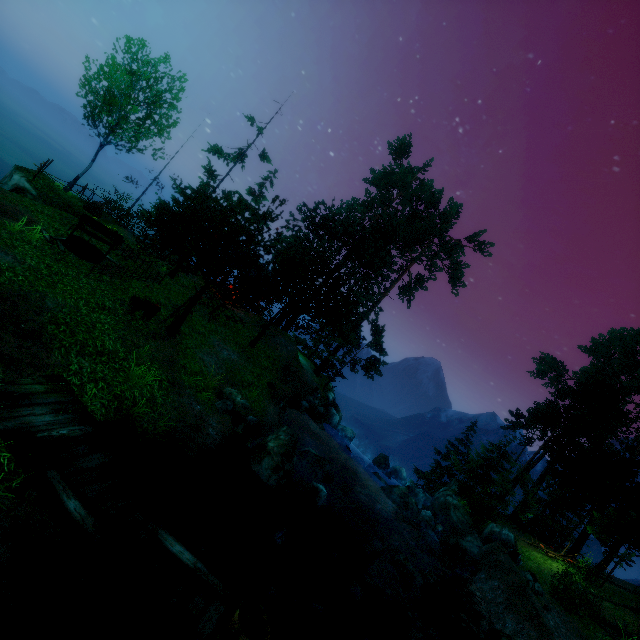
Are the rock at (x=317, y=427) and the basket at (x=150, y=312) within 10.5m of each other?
no

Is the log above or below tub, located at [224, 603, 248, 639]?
above

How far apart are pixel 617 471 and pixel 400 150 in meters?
35.8

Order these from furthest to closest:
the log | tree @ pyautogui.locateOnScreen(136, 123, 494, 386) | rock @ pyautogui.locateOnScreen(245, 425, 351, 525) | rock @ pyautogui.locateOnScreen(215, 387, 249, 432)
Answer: the log
tree @ pyautogui.locateOnScreen(136, 123, 494, 386)
rock @ pyautogui.locateOnScreen(215, 387, 249, 432)
rock @ pyautogui.locateOnScreen(245, 425, 351, 525)

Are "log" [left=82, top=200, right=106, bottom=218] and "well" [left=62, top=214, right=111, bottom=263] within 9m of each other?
yes

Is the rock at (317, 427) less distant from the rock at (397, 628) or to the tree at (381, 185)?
the tree at (381, 185)

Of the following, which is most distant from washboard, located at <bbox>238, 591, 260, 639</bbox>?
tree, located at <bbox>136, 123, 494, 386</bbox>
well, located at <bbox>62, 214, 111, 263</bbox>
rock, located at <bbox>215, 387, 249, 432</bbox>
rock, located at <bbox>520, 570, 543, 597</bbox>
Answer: rock, located at <bbox>520, 570, 543, 597</bbox>

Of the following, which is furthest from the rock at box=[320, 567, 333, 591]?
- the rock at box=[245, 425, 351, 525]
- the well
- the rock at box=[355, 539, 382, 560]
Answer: the well
